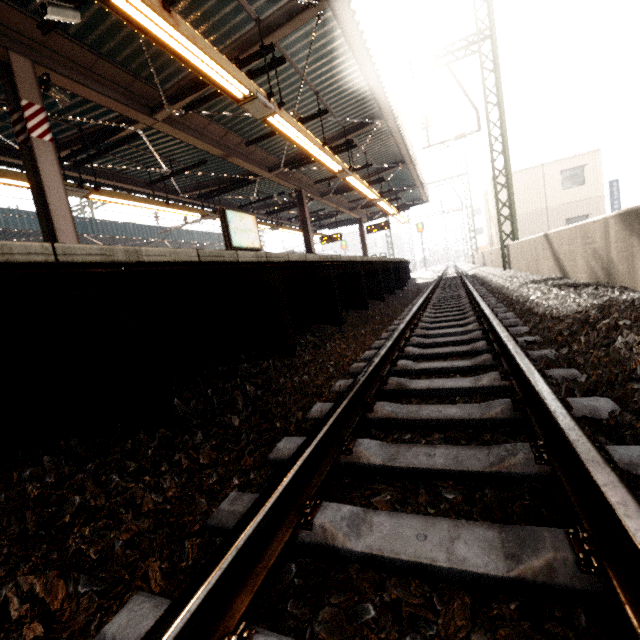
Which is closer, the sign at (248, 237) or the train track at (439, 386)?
the train track at (439, 386)

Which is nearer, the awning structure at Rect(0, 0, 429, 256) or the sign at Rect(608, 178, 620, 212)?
the awning structure at Rect(0, 0, 429, 256)

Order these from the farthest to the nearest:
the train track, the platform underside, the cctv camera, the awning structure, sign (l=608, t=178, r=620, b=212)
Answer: sign (l=608, t=178, r=620, b=212) → the awning structure → the cctv camera → the platform underside → the train track

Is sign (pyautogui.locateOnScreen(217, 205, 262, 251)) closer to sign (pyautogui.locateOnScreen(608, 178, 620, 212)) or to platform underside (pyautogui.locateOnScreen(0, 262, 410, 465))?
platform underside (pyautogui.locateOnScreen(0, 262, 410, 465))

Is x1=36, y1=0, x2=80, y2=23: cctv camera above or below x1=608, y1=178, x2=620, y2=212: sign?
above

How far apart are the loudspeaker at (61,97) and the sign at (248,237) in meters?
3.6

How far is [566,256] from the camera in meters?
5.8 m

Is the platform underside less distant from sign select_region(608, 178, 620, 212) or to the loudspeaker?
the loudspeaker
